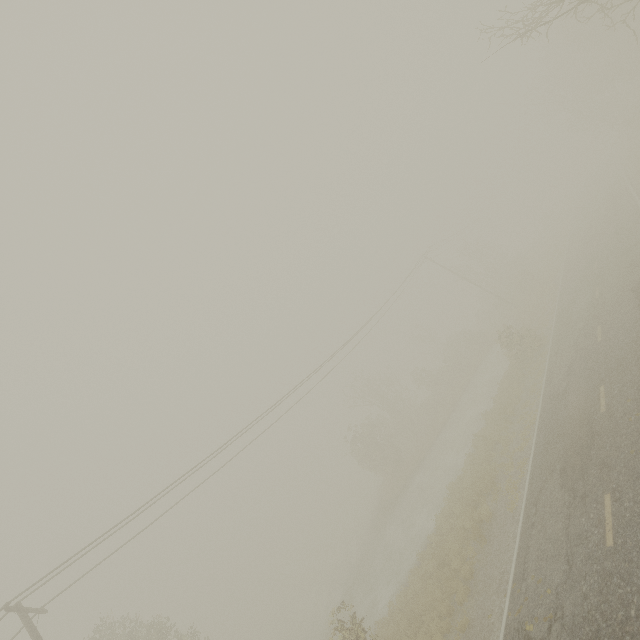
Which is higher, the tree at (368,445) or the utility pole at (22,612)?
the utility pole at (22,612)

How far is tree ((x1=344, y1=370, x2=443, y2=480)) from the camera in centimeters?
3256cm

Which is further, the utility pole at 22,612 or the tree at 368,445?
the tree at 368,445

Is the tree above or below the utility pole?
below

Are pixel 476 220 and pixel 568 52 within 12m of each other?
no

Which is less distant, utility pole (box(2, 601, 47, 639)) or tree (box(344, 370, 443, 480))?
utility pole (box(2, 601, 47, 639))
